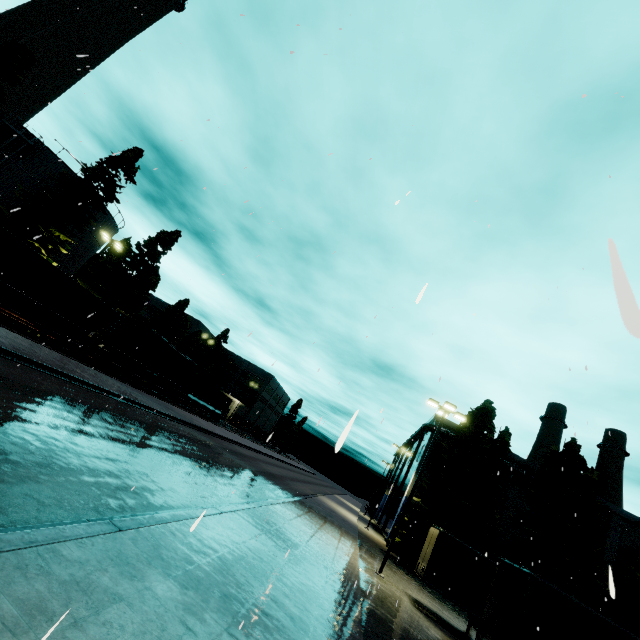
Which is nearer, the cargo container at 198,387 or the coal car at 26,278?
the coal car at 26,278

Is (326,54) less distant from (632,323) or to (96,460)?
(632,323)

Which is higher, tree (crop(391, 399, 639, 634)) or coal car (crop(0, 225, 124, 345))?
tree (crop(391, 399, 639, 634))

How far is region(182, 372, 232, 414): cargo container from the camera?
39.28m

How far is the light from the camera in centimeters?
1725cm

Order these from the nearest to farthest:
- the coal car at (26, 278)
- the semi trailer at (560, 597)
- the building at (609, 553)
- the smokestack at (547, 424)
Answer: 1. the semi trailer at (560, 597)
2. the coal car at (26, 278)
3. the building at (609, 553)
4. the smokestack at (547, 424)

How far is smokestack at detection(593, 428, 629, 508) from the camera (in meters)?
41.38

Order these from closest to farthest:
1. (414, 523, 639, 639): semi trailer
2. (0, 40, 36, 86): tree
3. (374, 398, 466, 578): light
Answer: (414, 523, 639, 639): semi trailer → (374, 398, 466, 578): light → (0, 40, 36, 86): tree
